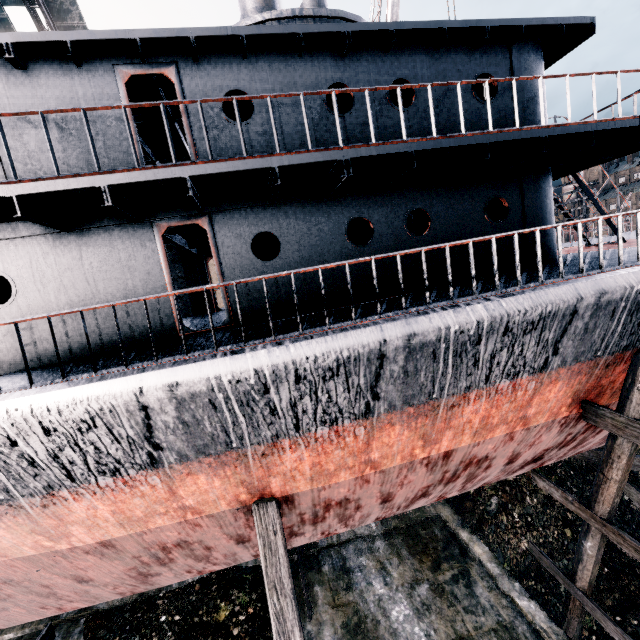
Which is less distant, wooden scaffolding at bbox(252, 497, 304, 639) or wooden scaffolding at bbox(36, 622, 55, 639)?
wooden scaffolding at bbox(252, 497, 304, 639)

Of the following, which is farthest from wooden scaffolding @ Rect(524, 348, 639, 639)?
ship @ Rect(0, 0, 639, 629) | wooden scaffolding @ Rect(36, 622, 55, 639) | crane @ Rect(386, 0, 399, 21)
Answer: crane @ Rect(386, 0, 399, 21)

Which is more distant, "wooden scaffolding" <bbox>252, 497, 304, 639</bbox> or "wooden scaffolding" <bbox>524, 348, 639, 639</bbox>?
"wooden scaffolding" <bbox>524, 348, 639, 639</bbox>

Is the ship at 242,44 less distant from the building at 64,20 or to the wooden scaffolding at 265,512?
the wooden scaffolding at 265,512

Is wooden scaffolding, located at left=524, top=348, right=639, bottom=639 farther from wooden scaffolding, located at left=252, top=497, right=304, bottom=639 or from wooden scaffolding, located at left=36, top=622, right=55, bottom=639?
wooden scaffolding, located at left=36, top=622, right=55, bottom=639

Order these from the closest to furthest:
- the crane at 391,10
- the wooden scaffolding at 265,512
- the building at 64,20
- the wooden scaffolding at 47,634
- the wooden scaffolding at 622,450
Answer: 1. the wooden scaffolding at 265,512
2. the wooden scaffolding at 622,450
3. the wooden scaffolding at 47,634
4. the building at 64,20
5. the crane at 391,10

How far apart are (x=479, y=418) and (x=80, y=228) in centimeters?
920cm

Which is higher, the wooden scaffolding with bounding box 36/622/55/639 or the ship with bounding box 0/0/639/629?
the ship with bounding box 0/0/639/629
